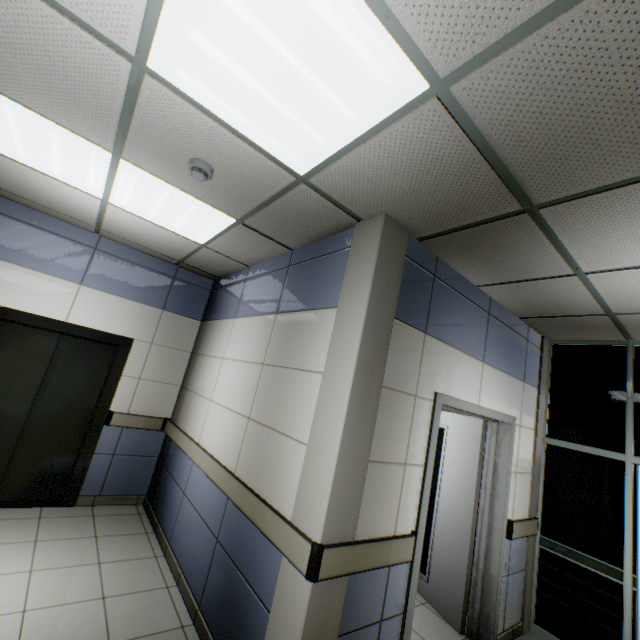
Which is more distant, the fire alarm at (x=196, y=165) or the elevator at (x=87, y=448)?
the elevator at (x=87, y=448)

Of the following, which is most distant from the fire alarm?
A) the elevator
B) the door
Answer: the elevator

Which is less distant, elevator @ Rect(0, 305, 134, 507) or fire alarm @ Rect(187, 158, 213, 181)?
fire alarm @ Rect(187, 158, 213, 181)

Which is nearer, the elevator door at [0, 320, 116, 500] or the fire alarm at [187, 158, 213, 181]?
the fire alarm at [187, 158, 213, 181]

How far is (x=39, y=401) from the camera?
3.84m

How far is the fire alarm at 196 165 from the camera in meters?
2.2 m

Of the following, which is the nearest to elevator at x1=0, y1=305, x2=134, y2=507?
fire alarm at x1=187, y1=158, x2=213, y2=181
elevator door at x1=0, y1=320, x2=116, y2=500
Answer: elevator door at x1=0, y1=320, x2=116, y2=500
